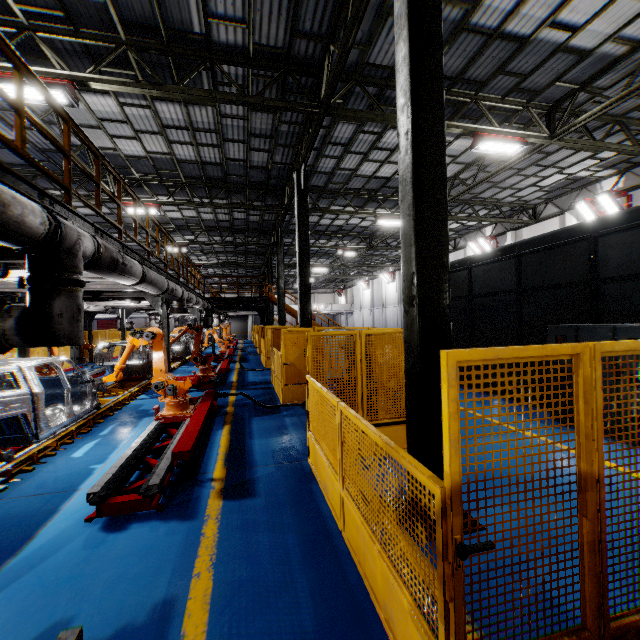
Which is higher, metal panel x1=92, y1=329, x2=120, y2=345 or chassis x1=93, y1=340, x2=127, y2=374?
metal panel x1=92, y1=329, x2=120, y2=345

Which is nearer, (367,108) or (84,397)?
(84,397)

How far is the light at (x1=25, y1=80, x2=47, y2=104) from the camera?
6.9 meters

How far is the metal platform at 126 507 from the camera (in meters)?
4.07

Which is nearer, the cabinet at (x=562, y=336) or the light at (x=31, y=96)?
the cabinet at (x=562, y=336)

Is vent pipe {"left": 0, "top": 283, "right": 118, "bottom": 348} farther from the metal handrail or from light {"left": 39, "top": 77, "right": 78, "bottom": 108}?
light {"left": 39, "top": 77, "right": 78, "bottom": 108}

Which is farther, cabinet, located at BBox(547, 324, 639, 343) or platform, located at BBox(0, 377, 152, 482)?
cabinet, located at BBox(547, 324, 639, 343)

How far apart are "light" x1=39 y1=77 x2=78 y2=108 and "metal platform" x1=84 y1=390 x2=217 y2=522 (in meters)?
7.45
